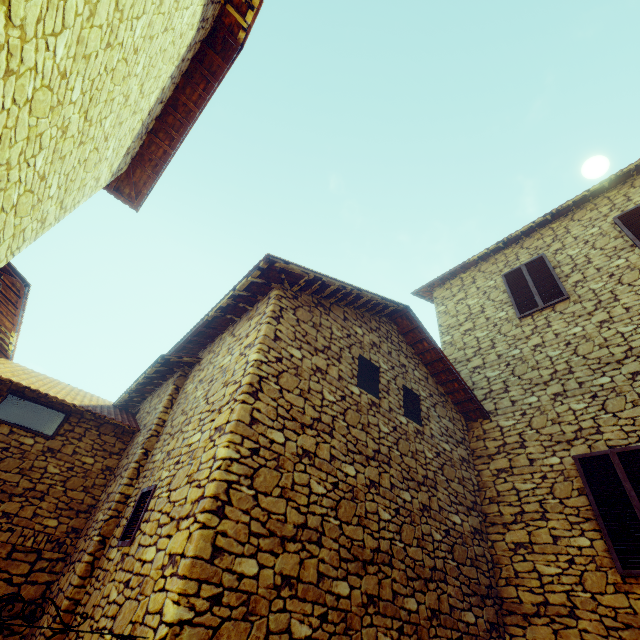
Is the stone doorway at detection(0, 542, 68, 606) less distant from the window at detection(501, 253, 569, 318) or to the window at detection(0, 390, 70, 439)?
the window at detection(0, 390, 70, 439)

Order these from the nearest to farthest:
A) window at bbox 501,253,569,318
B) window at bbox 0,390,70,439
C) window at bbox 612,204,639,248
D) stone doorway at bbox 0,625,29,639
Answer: stone doorway at bbox 0,625,29,639
window at bbox 0,390,70,439
window at bbox 612,204,639,248
window at bbox 501,253,569,318

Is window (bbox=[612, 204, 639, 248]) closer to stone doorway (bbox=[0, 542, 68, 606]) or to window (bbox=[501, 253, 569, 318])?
window (bbox=[501, 253, 569, 318])

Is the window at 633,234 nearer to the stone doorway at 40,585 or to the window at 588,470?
the window at 588,470

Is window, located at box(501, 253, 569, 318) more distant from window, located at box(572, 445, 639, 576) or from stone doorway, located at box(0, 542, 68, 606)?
stone doorway, located at box(0, 542, 68, 606)

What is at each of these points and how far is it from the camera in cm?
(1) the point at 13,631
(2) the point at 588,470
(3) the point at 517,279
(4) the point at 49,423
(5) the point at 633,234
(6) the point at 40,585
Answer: (1) stone doorway, 456
(2) window, 541
(3) window, 852
(4) window, 578
(5) window, 692
(6) stone doorway, 491

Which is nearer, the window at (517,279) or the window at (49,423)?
the window at (49,423)

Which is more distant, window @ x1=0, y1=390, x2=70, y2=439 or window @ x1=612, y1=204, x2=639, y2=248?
window @ x1=612, y1=204, x2=639, y2=248
